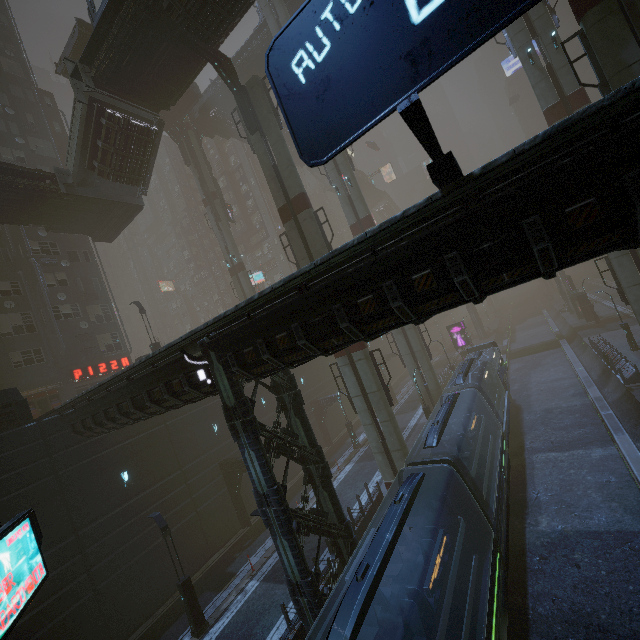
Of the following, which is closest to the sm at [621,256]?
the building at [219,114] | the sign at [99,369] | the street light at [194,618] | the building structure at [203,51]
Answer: the building structure at [203,51]

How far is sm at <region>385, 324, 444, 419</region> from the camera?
27.4m

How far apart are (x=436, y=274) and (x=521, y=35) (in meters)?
25.47

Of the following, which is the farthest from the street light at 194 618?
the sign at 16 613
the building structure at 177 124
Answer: the building structure at 177 124

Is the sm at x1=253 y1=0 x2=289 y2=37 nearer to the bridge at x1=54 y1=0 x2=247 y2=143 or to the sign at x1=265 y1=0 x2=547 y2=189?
the bridge at x1=54 y1=0 x2=247 y2=143

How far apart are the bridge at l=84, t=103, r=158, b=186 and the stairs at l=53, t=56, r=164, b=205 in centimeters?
1cm

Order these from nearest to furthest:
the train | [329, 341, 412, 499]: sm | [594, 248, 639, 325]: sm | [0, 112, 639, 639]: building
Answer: [0, 112, 639, 639]: building, the train, [329, 341, 412, 499]: sm, [594, 248, 639, 325]: sm

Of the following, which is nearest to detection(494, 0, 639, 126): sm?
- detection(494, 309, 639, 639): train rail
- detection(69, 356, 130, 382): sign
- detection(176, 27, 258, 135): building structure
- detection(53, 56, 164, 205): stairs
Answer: detection(494, 309, 639, 639): train rail
